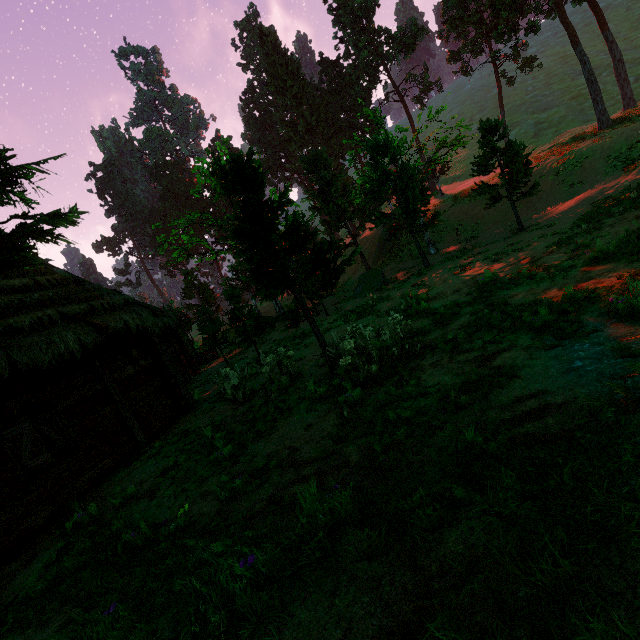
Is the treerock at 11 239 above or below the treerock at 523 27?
below

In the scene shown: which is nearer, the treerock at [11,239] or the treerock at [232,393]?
the treerock at [11,239]

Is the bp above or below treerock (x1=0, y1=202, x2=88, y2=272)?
below

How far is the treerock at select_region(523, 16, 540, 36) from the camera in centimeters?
2272cm

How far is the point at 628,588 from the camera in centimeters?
135cm

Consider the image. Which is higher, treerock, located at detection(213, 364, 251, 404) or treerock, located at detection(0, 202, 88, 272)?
treerock, located at detection(0, 202, 88, 272)
